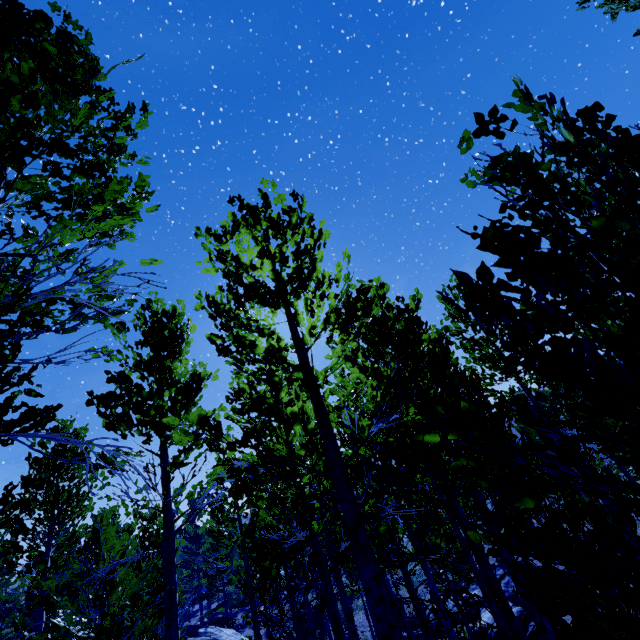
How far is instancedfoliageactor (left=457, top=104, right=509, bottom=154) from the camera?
1.30m

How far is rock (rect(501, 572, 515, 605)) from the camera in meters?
12.9

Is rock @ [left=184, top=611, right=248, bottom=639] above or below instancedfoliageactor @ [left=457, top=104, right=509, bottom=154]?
below

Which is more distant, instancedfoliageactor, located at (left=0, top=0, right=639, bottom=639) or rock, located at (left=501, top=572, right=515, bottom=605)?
rock, located at (left=501, top=572, right=515, bottom=605)

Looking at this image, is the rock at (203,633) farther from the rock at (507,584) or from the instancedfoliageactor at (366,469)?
the rock at (507,584)

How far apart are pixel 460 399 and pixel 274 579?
6.91m

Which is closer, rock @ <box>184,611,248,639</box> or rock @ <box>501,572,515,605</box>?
rock @ <box>501,572,515,605</box>
